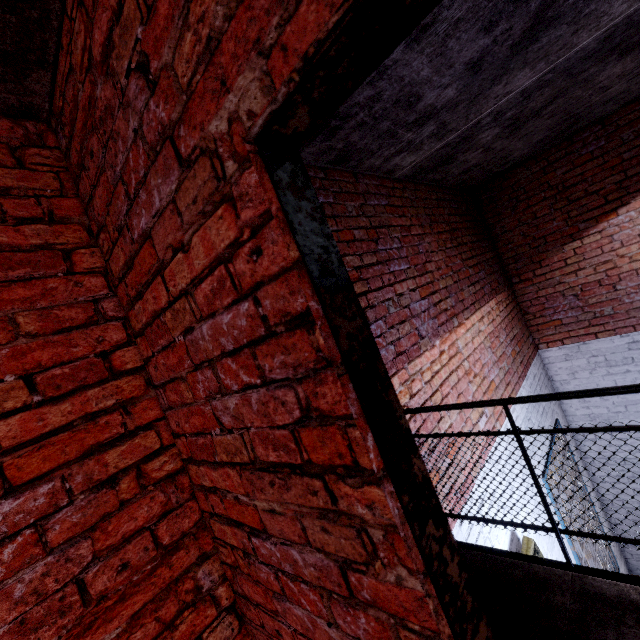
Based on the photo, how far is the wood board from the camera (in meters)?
2.84

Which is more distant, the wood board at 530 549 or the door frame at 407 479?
the wood board at 530 549

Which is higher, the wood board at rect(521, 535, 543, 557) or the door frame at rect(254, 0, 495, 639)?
the door frame at rect(254, 0, 495, 639)

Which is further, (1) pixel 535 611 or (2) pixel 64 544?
(1) pixel 535 611

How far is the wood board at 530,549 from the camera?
2.8 meters

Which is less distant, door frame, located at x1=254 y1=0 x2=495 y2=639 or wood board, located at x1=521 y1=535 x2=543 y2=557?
door frame, located at x1=254 y1=0 x2=495 y2=639
